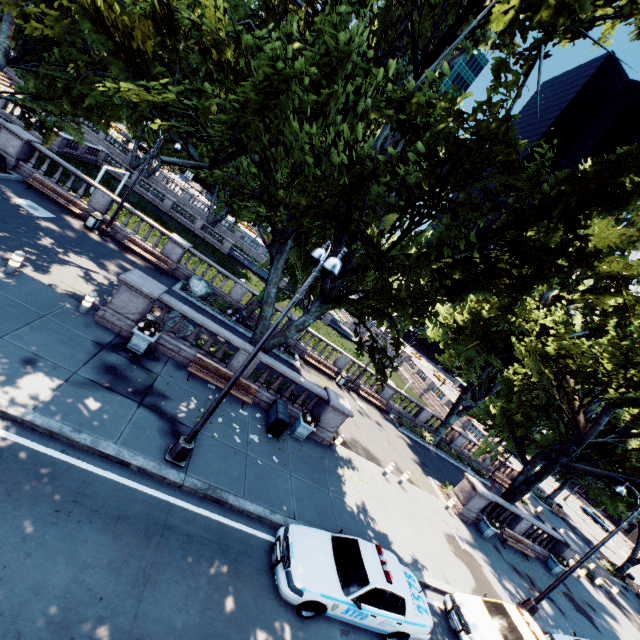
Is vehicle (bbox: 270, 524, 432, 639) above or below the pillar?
below

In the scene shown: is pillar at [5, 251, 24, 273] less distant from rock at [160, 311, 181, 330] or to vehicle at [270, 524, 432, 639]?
rock at [160, 311, 181, 330]

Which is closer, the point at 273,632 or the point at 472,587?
the point at 273,632

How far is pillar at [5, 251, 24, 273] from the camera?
10.98m

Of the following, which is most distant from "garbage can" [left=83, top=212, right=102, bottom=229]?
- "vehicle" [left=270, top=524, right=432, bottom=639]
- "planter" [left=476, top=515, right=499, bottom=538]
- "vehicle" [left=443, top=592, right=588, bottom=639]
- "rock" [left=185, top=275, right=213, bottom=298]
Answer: "planter" [left=476, top=515, right=499, bottom=538]

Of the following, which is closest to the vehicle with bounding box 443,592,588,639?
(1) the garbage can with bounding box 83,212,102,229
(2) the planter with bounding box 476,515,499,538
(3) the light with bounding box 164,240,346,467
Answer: (2) the planter with bounding box 476,515,499,538

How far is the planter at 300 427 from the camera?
14.3m

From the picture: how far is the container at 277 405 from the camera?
13.2m
